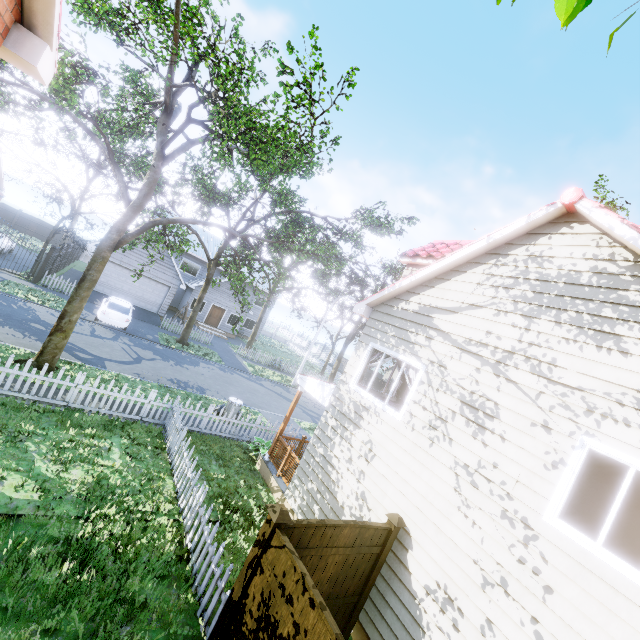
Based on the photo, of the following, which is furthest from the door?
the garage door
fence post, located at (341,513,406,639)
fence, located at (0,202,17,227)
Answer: fence post, located at (341,513,406,639)

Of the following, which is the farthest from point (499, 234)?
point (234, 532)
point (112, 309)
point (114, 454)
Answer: point (112, 309)

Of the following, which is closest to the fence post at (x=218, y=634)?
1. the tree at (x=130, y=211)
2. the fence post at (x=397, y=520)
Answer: the fence post at (x=397, y=520)

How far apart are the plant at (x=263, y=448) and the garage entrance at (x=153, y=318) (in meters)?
16.34

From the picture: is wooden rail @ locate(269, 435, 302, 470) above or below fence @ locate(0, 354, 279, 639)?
above

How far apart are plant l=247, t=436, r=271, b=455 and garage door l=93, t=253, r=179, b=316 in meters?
17.8

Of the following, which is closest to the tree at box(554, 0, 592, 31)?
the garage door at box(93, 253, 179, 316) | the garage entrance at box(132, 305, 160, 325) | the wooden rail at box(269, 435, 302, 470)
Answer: the garage door at box(93, 253, 179, 316)

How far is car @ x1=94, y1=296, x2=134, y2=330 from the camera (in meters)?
18.39
